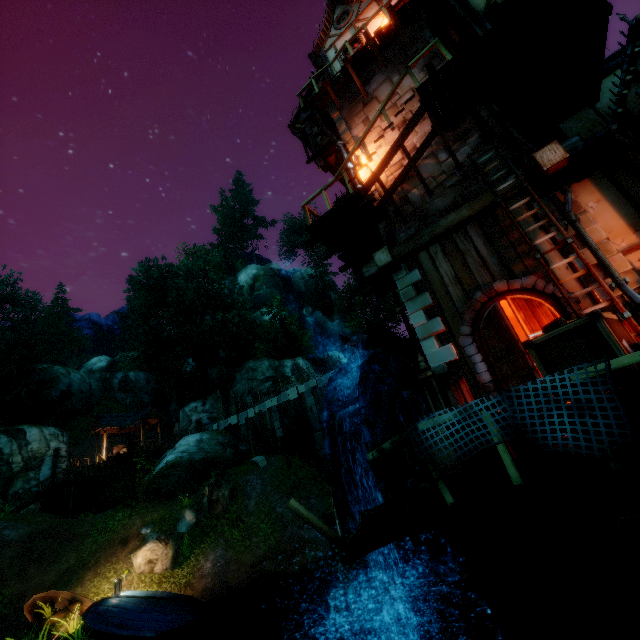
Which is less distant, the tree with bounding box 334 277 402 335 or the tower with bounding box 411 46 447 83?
the tower with bounding box 411 46 447 83

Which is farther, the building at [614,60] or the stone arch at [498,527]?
the building at [614,60]

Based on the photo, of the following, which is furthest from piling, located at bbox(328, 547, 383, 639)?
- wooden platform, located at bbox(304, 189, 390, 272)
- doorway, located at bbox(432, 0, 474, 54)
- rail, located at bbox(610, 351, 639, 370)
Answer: doorway, located at bbox(432, 0, 474, 54)

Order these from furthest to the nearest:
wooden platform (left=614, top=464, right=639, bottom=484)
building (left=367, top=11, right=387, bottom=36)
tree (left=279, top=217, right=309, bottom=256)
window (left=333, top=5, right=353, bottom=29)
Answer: tree (left=279, top=217, right=309, bottom=256) → window (left=333, top=5, right=353, bottom=29) → building (left=367, top=11, right=387, bottom=36) → wooden platform (left=614, top=464, right=639, bottom=484)

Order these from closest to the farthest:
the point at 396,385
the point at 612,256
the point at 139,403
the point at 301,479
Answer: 1. the point at 612,256
2. the point at 396,385
3. the point at 301,479
4. the point at 139,403

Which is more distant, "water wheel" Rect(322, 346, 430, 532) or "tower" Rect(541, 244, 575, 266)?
"water wheel" Rect(322, 346, 430, 532)

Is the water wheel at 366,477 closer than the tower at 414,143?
Yes

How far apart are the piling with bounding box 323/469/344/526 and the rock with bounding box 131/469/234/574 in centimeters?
881cm
